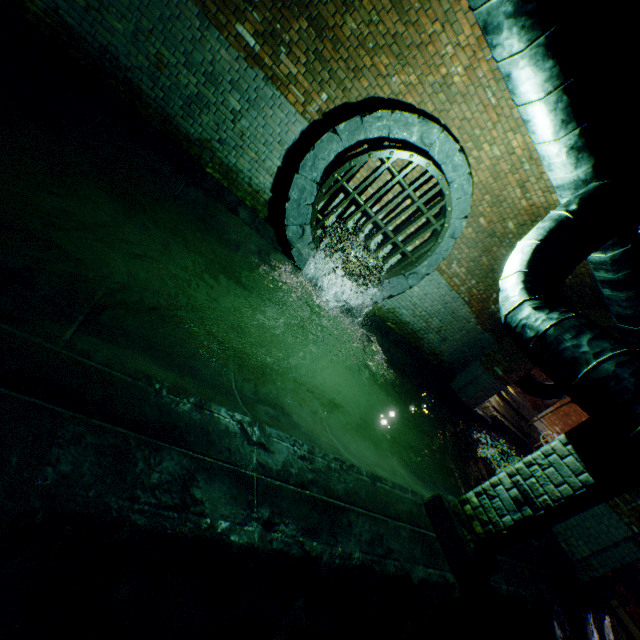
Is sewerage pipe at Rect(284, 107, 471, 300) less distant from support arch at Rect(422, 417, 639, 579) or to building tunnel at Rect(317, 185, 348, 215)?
building tunnel at Rect(317, 185, 348, 215)

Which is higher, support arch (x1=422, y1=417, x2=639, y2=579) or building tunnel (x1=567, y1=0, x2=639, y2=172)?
building tunnel (x1=567, y1=0, x2=639, y2=172)

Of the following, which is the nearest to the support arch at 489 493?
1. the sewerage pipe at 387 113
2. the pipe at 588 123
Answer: the pipe at 588 123

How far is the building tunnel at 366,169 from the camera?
5.6 meters

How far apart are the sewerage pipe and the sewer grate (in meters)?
0.01

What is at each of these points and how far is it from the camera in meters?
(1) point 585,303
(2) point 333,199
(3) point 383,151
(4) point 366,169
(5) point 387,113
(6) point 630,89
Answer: (1) building tunnel, 7.5 m
(2) building tunnel, 5.9 m
(3) sewer grate, 4.9 m
(4) building tunnel, 5.6 m
(5) sewerage pipe, 4.9 m
(6) building tunnel, 3.3 m

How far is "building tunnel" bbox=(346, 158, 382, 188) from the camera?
5.6 meters
